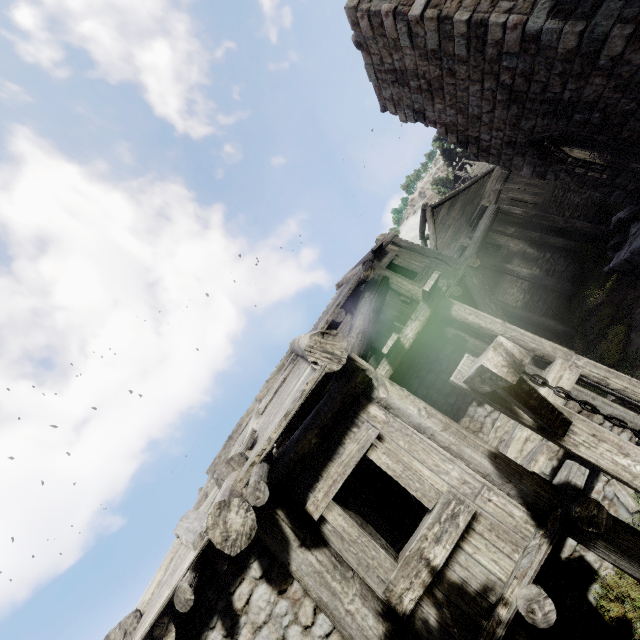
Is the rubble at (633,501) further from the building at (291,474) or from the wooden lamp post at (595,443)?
the wooden lamp post at (595,443)

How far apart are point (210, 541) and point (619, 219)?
15.9m

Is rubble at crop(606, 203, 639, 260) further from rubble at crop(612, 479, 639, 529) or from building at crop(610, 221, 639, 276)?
rubble at crop(612, 479, 639, 529)

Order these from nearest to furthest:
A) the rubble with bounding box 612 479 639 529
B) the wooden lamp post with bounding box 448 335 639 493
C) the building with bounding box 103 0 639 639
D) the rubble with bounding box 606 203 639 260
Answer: the wooden lamp post with bounding box 448 335 639 493 → the building with bounding box 103 0 639 639 → the rubble with bounding box 612 479 639 529 → the rubble with bounding box 606 203 639 260

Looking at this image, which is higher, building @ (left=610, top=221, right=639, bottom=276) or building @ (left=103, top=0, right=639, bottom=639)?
building @ (left=103, top=0, right=639, bottom=639)

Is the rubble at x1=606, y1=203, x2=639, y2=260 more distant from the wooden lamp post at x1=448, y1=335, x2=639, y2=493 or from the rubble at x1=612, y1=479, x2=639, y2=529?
the wooden lamp post at x1=448, y1=335, x2=639, y2=493

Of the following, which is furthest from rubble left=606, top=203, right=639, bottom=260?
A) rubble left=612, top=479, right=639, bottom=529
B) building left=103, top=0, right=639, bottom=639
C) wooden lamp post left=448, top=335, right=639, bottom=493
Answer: wooden lamp post left=448, top=335, right=639, bottom=493
